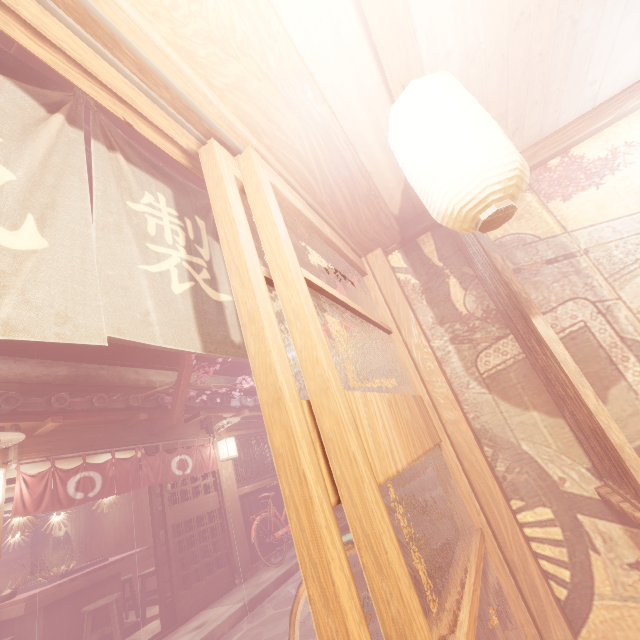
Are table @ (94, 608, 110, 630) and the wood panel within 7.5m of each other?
yes

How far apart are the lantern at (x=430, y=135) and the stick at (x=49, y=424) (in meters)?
10.03

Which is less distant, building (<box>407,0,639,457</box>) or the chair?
building (<box>407,0,639,457</box>)

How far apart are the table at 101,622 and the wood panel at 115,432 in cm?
421

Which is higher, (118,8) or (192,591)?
(118,8)

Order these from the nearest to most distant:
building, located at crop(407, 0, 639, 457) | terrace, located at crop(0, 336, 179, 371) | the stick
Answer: building, located at crop(407, 0, 639, 457) → the stick → terrace, located at crop(0, 336, 179, 371)

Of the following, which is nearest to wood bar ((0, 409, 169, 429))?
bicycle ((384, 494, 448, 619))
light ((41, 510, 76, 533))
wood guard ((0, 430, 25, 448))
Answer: wood guard ((0, 430, 25, 448))

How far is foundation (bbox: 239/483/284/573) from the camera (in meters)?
12.31
